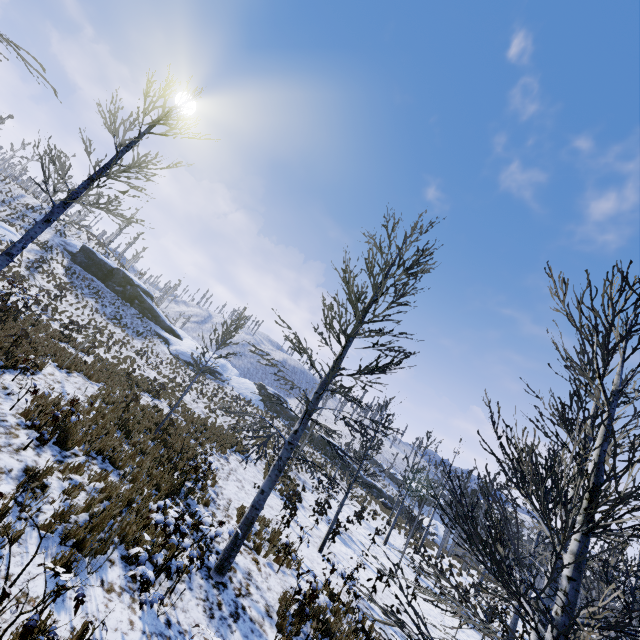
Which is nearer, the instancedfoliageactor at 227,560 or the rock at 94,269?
the instancedfoliageactor at 227,560

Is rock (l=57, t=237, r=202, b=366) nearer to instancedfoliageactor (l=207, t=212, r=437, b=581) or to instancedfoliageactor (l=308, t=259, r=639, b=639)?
instancedfoliageactor (l=207, t=212, r=437, b=581)

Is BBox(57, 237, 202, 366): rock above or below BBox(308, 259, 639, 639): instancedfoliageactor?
above

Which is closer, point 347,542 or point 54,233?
point 347,542

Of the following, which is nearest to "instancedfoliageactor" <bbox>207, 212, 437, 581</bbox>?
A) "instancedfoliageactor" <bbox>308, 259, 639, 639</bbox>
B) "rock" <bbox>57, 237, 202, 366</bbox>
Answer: "instancedfoliageactor" <bbox>308, 259, 639, 639</bbox>

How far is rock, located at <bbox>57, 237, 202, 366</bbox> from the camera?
38.6m

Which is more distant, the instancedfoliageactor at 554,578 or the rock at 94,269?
the rock at 94,269
